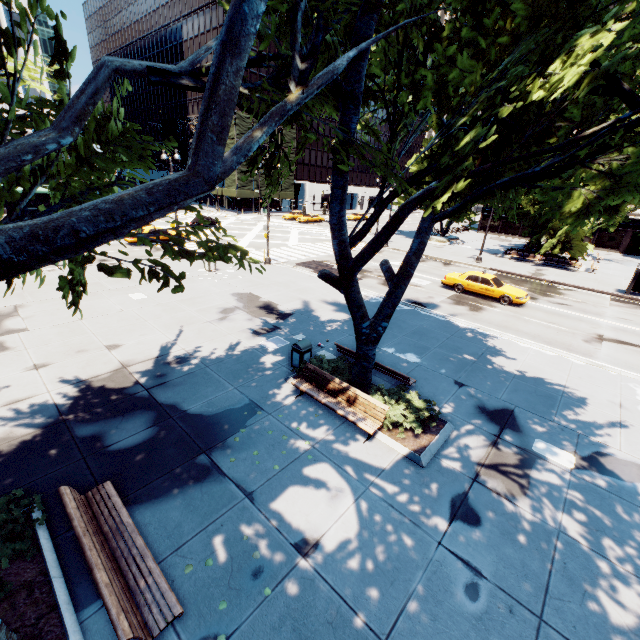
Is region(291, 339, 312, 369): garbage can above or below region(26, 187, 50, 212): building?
below

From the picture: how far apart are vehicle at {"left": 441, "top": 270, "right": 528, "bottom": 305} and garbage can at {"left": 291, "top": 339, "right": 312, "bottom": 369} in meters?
14.7 m

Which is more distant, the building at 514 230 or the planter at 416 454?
the building at 514 230

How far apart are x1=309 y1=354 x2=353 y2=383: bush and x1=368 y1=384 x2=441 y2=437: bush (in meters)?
0.24

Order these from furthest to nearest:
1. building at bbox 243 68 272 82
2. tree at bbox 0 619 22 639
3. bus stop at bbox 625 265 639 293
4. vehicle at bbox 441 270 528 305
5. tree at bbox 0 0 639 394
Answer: building at bbox 243 68 272 82 < bus stop at bbox 625 265 639 293 < vehicle at bbox 441 270 528 305 < tree at bbox 0 619 22 639 < tree at bbox 0 0 639 394

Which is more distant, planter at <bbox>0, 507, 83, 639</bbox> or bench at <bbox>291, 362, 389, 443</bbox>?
bench at <bbox>291, 362, 389, 443</bbox>

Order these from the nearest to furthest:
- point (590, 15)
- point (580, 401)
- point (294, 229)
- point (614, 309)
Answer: point (590, 15) < point (580, 401) < point (614, 309) < point (294, 229)

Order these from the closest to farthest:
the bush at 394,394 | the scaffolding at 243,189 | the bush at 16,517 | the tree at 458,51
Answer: the tree at 458,51
the bush at 16,517
the bush at 394,394
the scaffolding at 243,189
